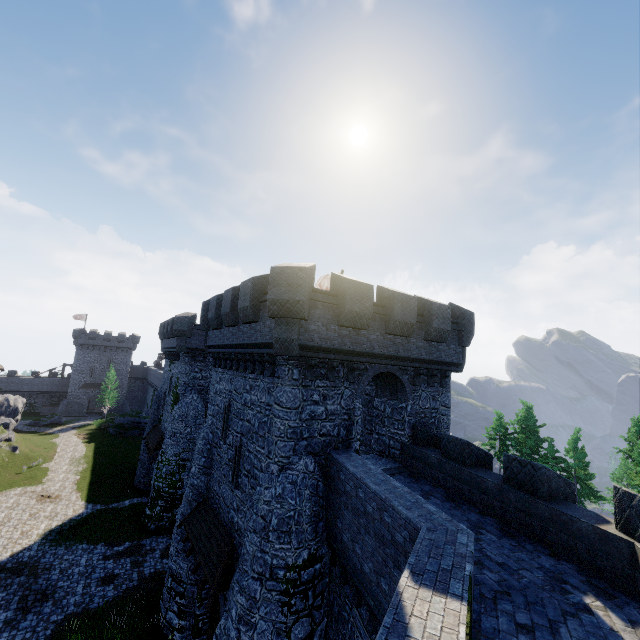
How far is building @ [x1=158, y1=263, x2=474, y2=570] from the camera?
11.6m

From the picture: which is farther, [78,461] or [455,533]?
[78,461]

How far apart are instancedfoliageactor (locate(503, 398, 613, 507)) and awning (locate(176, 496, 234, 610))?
38.9m

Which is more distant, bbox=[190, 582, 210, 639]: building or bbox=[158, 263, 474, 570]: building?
bbox=[190, 582, 210, 639]: building

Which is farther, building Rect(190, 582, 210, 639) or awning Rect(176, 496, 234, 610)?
building Rect(190, 582, 210, 639)

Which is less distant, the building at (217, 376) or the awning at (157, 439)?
the building at (217, 376)

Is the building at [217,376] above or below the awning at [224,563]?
above

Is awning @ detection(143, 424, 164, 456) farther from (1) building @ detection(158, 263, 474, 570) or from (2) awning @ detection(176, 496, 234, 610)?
(2) awning @ detection(176, 496, 234, 610)
